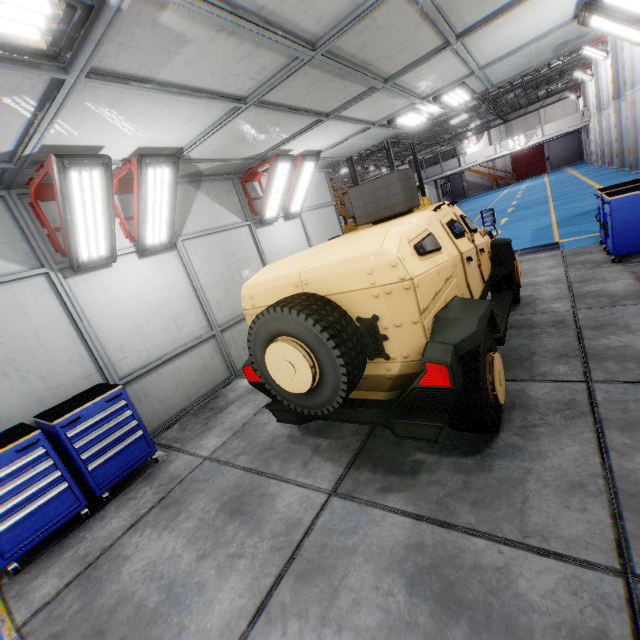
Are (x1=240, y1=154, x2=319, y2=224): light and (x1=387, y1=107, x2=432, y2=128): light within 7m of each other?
yes

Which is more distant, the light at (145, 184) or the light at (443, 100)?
the light at (443, 100)

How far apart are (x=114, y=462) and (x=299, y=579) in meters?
3.0

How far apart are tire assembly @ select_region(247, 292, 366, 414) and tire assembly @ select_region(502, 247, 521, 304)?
3.8 meters

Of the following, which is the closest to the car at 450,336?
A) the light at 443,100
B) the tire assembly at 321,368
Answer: the tire assembly at 321,368

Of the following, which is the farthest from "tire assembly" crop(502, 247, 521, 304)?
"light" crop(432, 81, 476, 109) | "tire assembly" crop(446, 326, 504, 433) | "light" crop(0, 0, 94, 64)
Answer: "light" crop(0, 0, 94, 64)

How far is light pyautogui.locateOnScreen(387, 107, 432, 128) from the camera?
6.8m

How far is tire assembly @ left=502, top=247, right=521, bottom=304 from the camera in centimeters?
523cm
